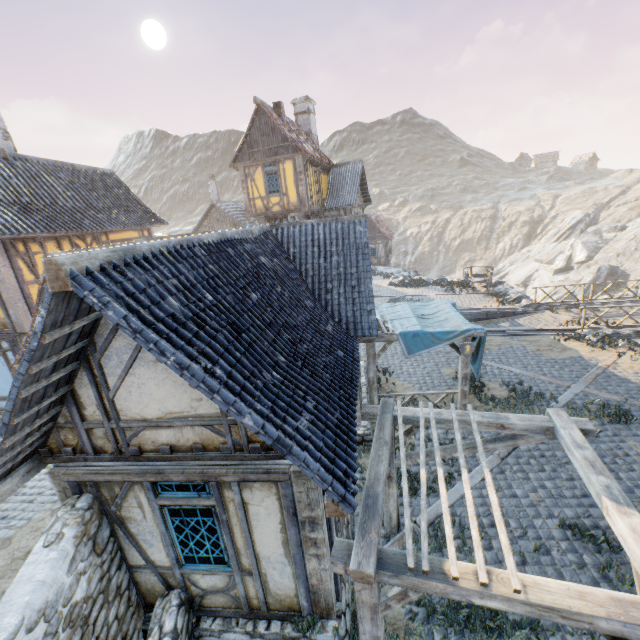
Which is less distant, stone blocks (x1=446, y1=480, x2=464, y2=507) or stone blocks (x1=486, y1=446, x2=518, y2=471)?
stone blocks (x1=446, y1=480, x2=464, y2=507)

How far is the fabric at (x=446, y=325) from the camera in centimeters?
920cm

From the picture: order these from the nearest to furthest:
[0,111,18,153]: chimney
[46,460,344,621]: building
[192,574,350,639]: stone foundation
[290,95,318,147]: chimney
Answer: [46,460,344,621]: building, [192,574,350,639]: stone foundation, [0,111,18,153]: chimney, [290,95,318,147]: chimney

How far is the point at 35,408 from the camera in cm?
393

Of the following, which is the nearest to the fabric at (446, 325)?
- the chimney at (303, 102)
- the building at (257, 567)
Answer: the building at (257, 567)

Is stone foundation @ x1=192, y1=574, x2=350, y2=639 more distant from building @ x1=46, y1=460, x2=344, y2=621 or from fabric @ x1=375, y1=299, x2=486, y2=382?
fabric @ x1=375, y1=299, x2=486, y2=382

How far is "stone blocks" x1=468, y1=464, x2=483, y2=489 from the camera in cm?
778

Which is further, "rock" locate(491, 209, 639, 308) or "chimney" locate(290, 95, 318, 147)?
"rock" locate(491, 209, 639, 308)
